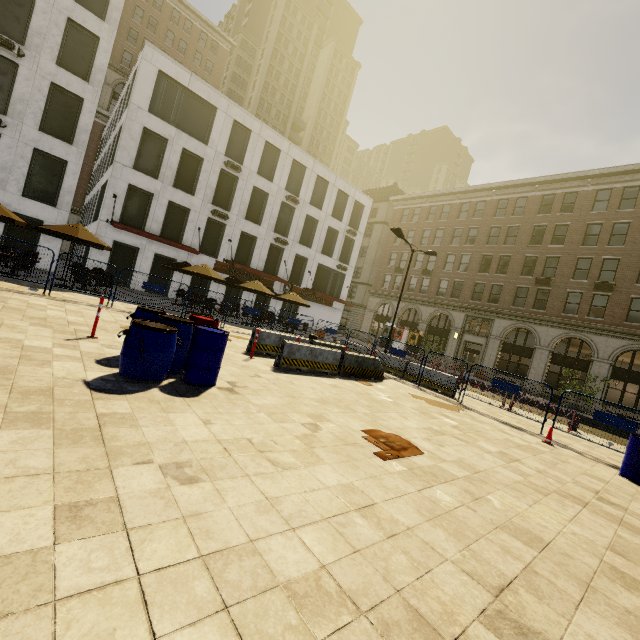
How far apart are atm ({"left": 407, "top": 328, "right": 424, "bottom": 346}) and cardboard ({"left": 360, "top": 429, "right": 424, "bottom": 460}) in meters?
31.2

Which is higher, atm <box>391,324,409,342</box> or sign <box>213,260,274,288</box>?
sign <box>213,260,274,288</box>

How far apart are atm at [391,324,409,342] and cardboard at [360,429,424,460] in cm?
3231

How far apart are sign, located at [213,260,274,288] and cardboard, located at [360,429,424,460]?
23.5 meters

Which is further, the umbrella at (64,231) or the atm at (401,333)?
the atm at (401,333)

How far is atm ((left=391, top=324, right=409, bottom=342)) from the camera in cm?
3756

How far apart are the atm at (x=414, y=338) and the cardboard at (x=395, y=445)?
31.2m

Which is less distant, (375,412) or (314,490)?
(314,490)
